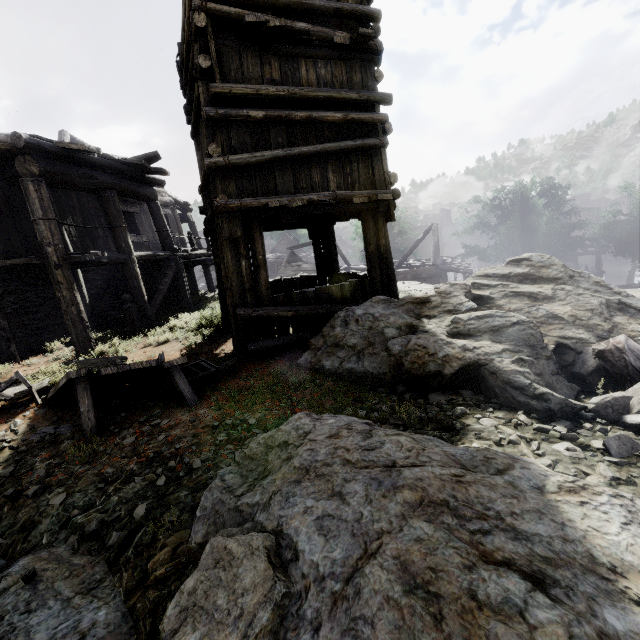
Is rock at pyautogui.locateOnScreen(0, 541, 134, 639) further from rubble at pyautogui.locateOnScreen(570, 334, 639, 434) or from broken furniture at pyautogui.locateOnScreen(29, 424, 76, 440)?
broken furniture at pyautogui.locateOnScreen(29, 424, 76, 440)

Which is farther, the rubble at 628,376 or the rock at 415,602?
the rubble at 628,376

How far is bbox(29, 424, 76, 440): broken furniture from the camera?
4.3m

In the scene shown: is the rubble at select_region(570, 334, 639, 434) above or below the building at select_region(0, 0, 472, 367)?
below

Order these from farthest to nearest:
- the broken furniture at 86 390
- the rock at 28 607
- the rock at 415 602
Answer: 1. the broken furniture at 86 390
2. the rock at 28 607
3. the rock at 415 602

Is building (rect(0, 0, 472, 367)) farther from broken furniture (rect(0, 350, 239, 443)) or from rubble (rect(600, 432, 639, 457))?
rubble (rect(600, 432, 639, 457))

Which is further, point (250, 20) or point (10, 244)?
point (10, 244)
